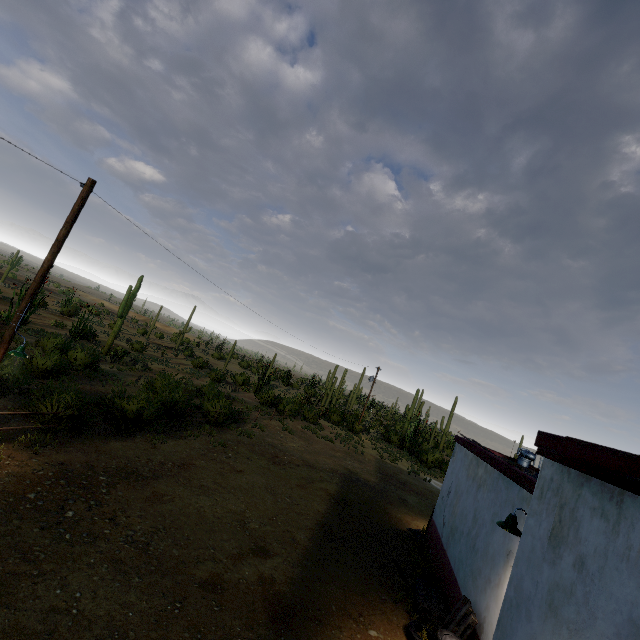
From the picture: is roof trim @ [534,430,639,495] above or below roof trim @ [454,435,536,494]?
above

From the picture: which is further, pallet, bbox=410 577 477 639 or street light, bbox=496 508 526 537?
pallet, bbox=410 577 477 639

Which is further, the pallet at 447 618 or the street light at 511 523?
the pallet at 447 618

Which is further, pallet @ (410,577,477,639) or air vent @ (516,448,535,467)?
Result: air vent @ (516,448,535,467)

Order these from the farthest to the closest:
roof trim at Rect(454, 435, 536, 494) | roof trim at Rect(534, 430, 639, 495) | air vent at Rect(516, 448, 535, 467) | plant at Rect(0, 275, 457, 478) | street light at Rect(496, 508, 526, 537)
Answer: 1. air vent at Rect(516, 448, 535, 467)
2. plant at Rect(0, 275, 457, 478)
3. roof trim at Rect(454, 435, 536, 494)
4. street light at Rect(496, 508, 526, 537)
5. roof trim at Rect(534, 430, 639, 495)

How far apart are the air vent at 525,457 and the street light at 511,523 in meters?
7.1

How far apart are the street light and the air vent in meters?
7.1

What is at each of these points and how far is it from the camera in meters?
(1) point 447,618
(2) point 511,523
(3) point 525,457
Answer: (1) pallet, 7.4 m
(2) street light, 5.9 m
(3) air vent, 11.9 m
